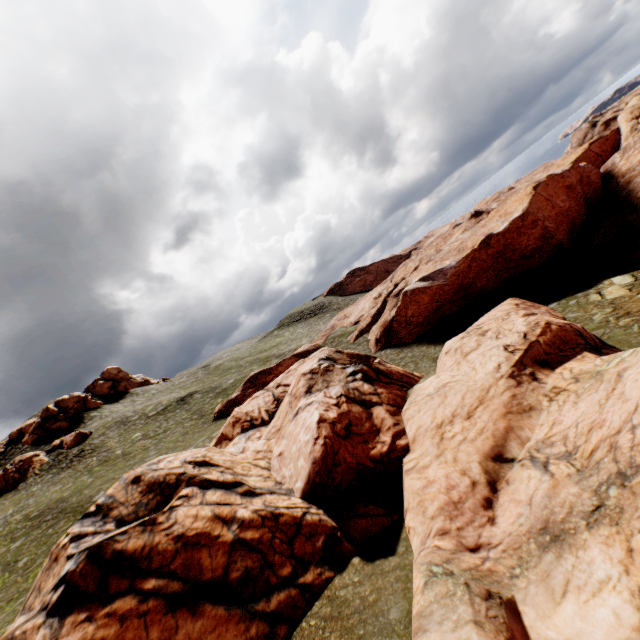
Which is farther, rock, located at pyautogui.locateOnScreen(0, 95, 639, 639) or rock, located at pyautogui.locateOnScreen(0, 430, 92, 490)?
rock, located at pyautogui.locateOnScreen(0, 430, 92, 490)

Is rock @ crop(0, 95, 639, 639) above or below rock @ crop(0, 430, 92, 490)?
below

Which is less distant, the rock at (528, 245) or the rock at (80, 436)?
the rock at (528, 245)

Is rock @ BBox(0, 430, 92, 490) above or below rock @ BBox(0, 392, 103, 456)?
below

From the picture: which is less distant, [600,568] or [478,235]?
[600,568]

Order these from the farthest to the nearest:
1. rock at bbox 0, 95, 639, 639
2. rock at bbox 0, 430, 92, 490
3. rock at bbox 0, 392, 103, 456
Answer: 1. rock at bbox 0, 392, 103, 456
2. rock at bbox 0, 430, 92, 490
3. rock at bbox 0, 95, 639, 639
